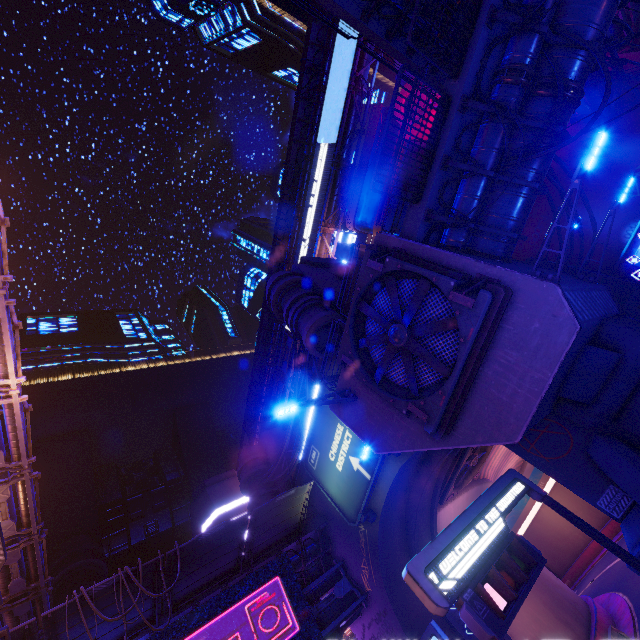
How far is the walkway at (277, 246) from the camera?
46.9 meters

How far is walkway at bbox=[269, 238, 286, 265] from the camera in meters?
46.9 m

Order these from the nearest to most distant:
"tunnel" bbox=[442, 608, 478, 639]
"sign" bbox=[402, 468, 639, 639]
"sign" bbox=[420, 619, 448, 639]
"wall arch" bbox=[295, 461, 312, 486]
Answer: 1. "sign" bbox=[402, 468, 639, 639]
2. "sign" bbox=[420, 619, 448, 639]
3. "tunnel" bbox=[442, 608, 478, 639]
4. "wall arch" bbox=[295, 461, 312, 486]

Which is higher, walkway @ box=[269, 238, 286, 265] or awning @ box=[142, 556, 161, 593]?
walkway @ box=[269, 238, 286, 265]

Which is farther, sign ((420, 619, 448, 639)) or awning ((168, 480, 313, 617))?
awning ((168, 480, 313, 617))

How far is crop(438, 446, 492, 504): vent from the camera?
20.4 meters

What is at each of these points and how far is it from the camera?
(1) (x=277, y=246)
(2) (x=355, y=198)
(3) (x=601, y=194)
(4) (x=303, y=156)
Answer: (1) walkway, 47.1 meters
(2) building, 39.4 meters
(3) building, 21.9 meters
(4) walkway, 43.4 meters

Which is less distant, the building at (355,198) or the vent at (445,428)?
the vent at (445,428)
